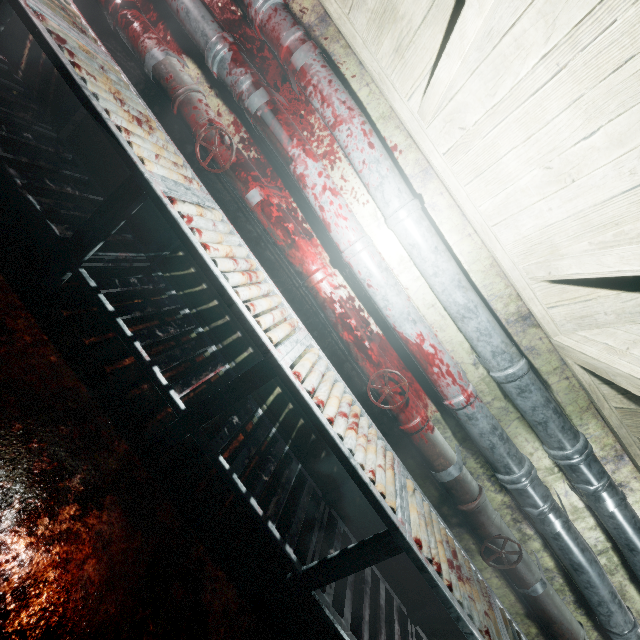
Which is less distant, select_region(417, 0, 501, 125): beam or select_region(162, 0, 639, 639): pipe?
select_region(417, 0, 501, 125): beam

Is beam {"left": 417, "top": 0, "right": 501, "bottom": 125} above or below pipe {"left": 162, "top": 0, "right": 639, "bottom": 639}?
above

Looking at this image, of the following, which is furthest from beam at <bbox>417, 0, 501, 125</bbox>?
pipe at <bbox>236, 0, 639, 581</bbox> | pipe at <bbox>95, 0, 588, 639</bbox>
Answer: pipe at <bbox>95, 0, 588, 639</bbox>

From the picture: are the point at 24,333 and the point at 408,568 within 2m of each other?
no

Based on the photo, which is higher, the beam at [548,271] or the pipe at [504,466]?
the beam at [548,271]

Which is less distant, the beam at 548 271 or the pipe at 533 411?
the beam at 548 271

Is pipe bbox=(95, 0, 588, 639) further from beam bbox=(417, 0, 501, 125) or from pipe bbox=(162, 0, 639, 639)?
beam bbox=(417, 0, 501, 125)

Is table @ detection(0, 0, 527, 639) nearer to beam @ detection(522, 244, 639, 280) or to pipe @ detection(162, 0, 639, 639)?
pipe @ detection(162, 0, 639, 639)
